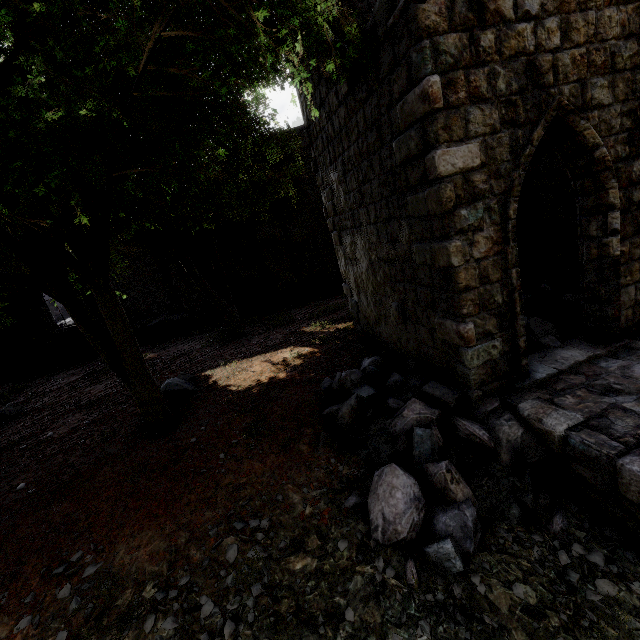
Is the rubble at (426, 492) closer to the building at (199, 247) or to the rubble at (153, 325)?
the building at (199, 247)

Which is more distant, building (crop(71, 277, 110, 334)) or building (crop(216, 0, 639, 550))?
building (crop(71, 277, 110, 334))

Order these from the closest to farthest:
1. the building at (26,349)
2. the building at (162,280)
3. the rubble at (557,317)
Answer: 1. the rubble at (557,317)
2. the building at (26,349)
3. the building at (162,280)

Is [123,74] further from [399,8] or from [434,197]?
[434,197]

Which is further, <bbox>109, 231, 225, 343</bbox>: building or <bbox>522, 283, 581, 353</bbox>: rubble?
<bbox>109, 231, 225, 343</bbox>: building

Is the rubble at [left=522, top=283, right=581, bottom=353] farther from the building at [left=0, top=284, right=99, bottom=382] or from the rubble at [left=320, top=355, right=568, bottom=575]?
the rubble at [left=320, top=355, right=568, bottom=575]

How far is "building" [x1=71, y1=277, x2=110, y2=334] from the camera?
15.4m

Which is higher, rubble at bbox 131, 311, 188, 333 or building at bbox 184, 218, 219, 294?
building at bbox 184, 218, 219, 294
